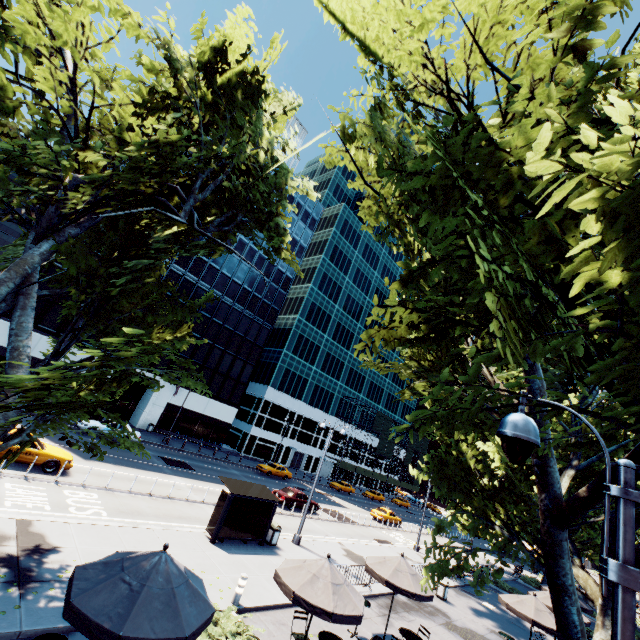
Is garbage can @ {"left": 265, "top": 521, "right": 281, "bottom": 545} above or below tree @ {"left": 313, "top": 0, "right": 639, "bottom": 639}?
below

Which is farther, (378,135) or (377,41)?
(377,41)

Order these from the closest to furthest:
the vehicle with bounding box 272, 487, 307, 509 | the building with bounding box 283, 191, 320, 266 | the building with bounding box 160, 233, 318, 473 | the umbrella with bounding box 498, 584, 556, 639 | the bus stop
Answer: the umbrella with bounding box 498, 584, 556, 639 → the bus stop → the vehicle with bounding box 272, 487, 307, 509 → the building with bounding box 160, 233, 318, 473 → the building with bounding box 283, 191, 320, 266

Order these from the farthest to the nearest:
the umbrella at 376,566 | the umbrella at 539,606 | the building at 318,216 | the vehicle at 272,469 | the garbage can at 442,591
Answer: the building at 318,216, the vehicle at 272,469, the garbage can at 442,591, the umbrella at 539,606, the umbrella at 376,566

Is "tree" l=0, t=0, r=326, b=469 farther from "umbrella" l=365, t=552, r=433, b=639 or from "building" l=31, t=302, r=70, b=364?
"building" l=31, t=302, r=70, b=364

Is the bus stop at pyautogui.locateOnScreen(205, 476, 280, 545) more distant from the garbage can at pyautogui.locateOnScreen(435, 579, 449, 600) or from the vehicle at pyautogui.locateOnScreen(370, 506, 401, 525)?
the vehicle at pyautogui.locateOnScreen(370, 506, 401, 525)

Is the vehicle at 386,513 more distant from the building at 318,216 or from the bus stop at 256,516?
the bus stop at 256,516

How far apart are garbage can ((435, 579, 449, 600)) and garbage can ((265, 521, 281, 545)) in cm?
1080
